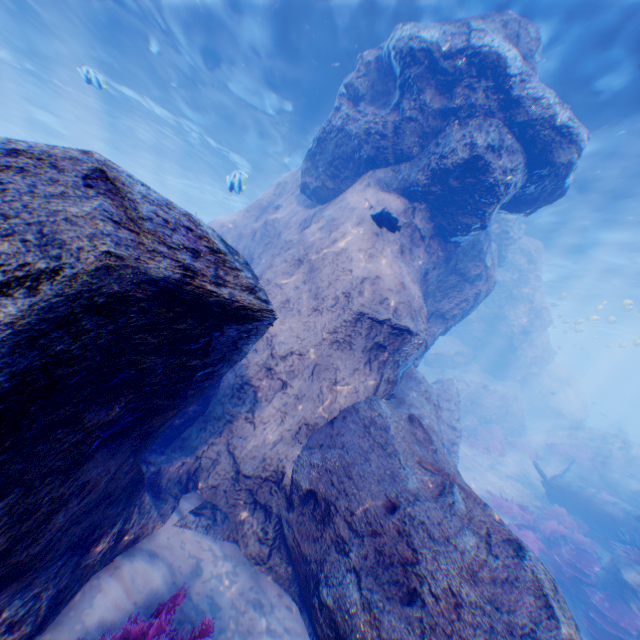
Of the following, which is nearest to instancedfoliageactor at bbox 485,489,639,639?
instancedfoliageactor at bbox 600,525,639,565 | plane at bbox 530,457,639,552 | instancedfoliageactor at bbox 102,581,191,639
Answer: plane at bbox 530,457,639,552

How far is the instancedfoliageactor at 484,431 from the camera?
18.2 meters

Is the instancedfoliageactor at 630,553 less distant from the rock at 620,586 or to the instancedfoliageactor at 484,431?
the rock at 620,586

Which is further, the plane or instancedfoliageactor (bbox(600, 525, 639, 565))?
the plane

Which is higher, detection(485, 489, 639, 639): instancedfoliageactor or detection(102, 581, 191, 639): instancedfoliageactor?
detection(102, 581, 191, 639): instancedfoliageactor

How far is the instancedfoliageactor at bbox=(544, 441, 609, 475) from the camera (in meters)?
17.86

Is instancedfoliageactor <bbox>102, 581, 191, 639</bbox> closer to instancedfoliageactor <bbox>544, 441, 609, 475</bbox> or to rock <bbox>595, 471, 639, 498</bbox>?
rock <bbox>595, 471, 639, 498</bbox>

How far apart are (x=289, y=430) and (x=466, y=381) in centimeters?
1755cm
